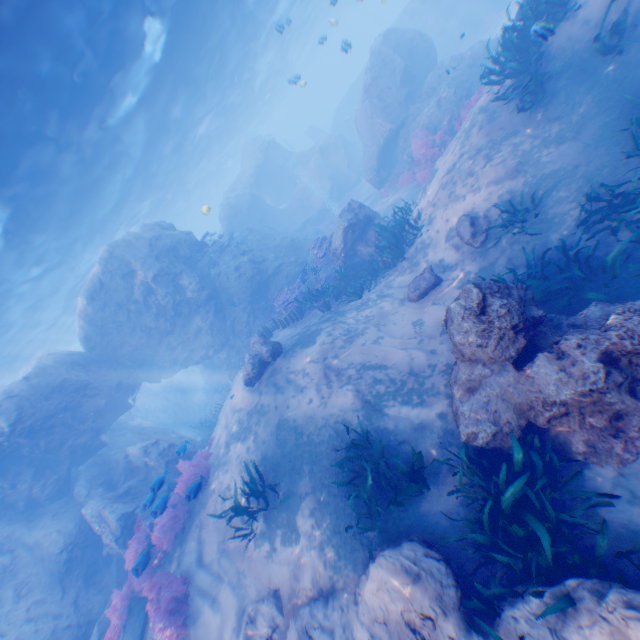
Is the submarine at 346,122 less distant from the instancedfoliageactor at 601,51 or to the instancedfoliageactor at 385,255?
the instancedfoliageactor at 385,255

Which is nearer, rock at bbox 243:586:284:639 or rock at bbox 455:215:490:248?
rock at bbox 243:586:284:639

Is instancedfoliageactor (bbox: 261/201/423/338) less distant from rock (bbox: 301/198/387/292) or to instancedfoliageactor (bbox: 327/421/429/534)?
rock (bbox: 301/198/387/292)

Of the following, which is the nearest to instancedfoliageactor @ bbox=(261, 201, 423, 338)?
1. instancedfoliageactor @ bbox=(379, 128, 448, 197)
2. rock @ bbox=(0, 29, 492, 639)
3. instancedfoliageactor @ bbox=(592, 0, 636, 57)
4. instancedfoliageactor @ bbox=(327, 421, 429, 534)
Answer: rock @ bbox=(0, 29, 492, 639)

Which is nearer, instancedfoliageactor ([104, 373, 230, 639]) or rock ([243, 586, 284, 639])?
rock ([243, 586, 284, 639])

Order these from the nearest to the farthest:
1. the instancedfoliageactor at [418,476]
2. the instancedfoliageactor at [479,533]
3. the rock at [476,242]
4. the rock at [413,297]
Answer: the instancedfoliageactor at [479,533] < the instancedfoliageactor at [418,476] < the rock at [476,242] < the rock at [413,297]

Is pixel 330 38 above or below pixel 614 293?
above

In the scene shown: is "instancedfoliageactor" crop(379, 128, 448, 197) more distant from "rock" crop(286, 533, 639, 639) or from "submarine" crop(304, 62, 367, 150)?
"submarine" crop(304, 62, 367, 150)
